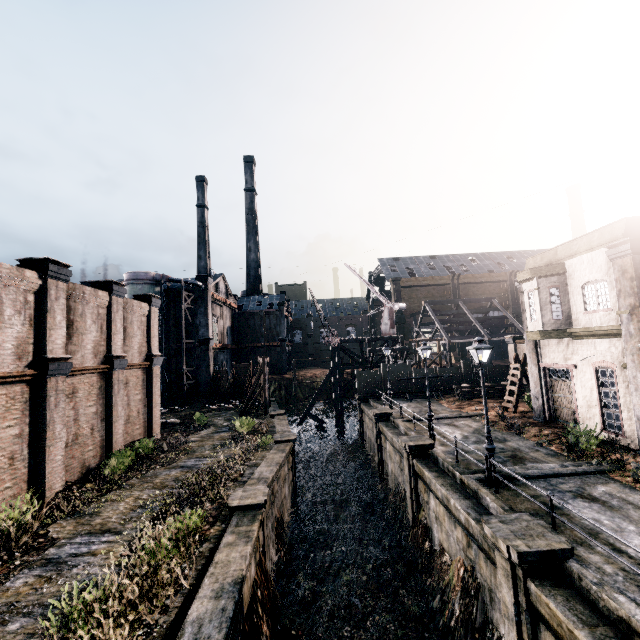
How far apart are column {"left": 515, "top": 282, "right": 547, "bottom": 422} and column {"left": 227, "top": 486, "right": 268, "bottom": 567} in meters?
17.8 m

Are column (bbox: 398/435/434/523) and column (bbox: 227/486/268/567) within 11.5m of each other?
yes

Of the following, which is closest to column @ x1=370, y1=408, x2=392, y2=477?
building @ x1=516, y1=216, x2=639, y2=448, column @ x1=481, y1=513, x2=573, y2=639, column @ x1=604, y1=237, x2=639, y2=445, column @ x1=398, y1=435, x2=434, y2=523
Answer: column @ x1=398, y1=435, x2=434, y2=523

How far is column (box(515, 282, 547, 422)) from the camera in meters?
20.7

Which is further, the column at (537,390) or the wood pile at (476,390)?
the wood pile at (476,390)

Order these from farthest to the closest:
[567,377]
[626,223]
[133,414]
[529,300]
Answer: [133,414]
[567,377]
[529,300]
[626,223]

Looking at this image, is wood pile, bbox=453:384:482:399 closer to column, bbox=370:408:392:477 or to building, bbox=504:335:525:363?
building, bbox=504:335:525:363

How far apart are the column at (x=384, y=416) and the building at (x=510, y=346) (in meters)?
17.94
